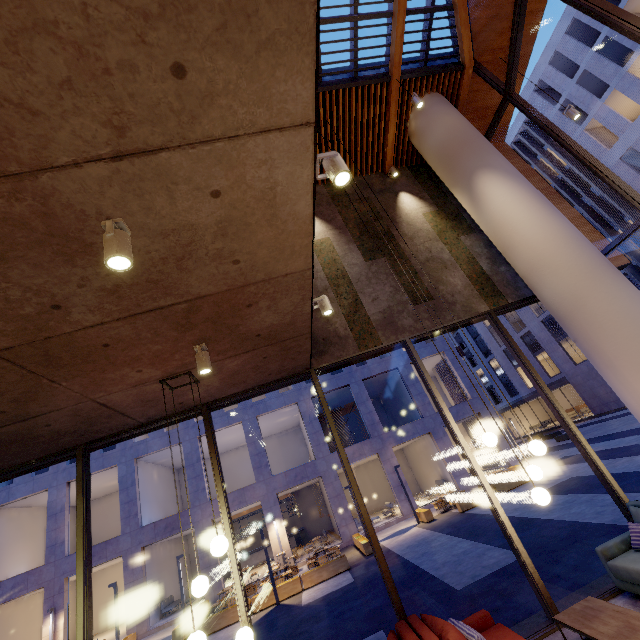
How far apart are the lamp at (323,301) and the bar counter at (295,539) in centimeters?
2531cm

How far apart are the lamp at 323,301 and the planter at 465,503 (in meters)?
15.49

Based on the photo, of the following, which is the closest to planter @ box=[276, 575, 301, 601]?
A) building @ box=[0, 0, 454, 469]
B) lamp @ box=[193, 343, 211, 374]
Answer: building @ box=[0, 0, 454, 469]

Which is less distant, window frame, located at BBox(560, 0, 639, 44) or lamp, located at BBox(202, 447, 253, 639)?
lamp, located at BBox(202, 447, 253, 639)

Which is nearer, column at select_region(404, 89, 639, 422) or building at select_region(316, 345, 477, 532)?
column at select_region(404, 89, 639, 422)

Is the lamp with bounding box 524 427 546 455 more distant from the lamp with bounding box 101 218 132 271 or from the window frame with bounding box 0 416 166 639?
the lamp with bounding box 101 218 132 271

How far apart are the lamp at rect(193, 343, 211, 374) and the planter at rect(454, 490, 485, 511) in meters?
16.1 m

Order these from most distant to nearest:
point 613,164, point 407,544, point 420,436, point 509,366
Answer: point 509,366, point 613,164, point 420,436, point 407,544
